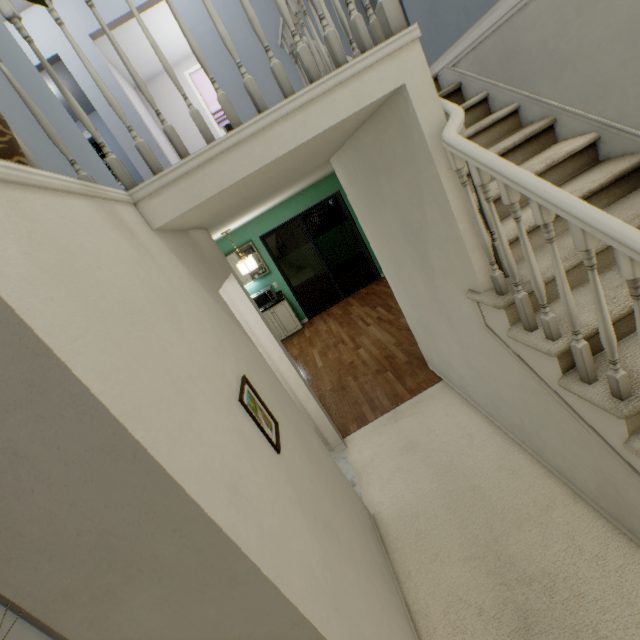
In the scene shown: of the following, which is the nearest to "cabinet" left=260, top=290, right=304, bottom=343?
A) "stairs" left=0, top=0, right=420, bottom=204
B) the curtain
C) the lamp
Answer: the lamp

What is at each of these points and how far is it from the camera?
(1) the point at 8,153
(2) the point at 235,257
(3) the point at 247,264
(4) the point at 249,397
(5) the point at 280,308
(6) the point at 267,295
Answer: (1) plant, 0.79m
(2) cabinet, 6.48m
(3) lamp, 4.84m
(4) picture, 1.34m
(5) cabinet, 6.70m
(6) microwave oven, 6.71m

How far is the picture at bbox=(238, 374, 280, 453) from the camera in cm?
125

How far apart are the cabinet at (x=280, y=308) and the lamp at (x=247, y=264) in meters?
1.7 m

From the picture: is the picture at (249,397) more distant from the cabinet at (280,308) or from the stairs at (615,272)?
the cabinet at (280,308)

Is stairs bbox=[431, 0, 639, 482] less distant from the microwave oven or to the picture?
the picture

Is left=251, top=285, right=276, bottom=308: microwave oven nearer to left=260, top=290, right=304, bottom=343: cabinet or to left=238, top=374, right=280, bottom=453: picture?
left=260, top=290, right=304, bottom=343: cabinet

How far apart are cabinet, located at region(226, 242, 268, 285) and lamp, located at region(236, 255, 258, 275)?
1.56m
